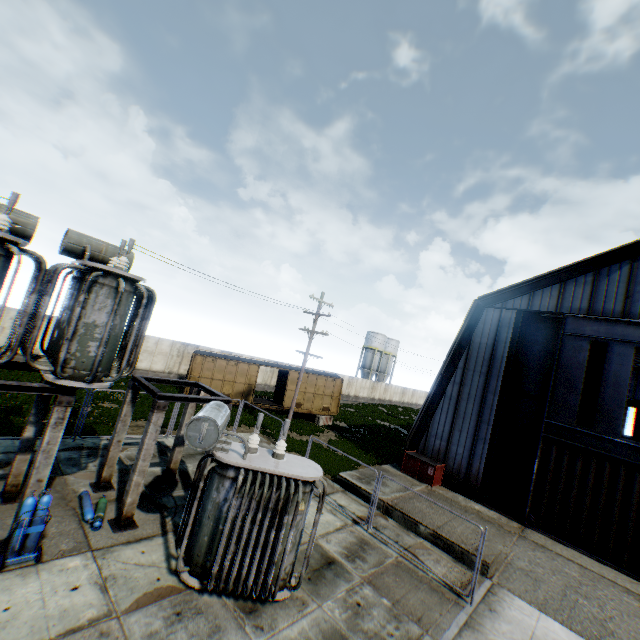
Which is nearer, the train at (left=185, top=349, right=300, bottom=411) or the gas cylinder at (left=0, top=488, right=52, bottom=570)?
the gas cylinder at (left=0, top=488, right=52, bottom=570)

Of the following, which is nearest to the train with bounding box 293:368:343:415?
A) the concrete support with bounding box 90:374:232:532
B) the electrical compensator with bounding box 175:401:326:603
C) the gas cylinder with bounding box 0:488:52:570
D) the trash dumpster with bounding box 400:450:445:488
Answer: the trash dumpster with bounding box 400:450:445:488

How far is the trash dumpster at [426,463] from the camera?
17.20m

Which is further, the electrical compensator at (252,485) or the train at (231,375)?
the train at (231,375)

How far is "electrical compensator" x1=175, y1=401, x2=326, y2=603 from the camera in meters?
7.1

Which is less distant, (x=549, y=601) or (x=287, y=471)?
(x=287, y=471)

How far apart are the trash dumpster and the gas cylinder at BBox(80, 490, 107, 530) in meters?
14.4

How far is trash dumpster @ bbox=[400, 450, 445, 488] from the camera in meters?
17.2 m
